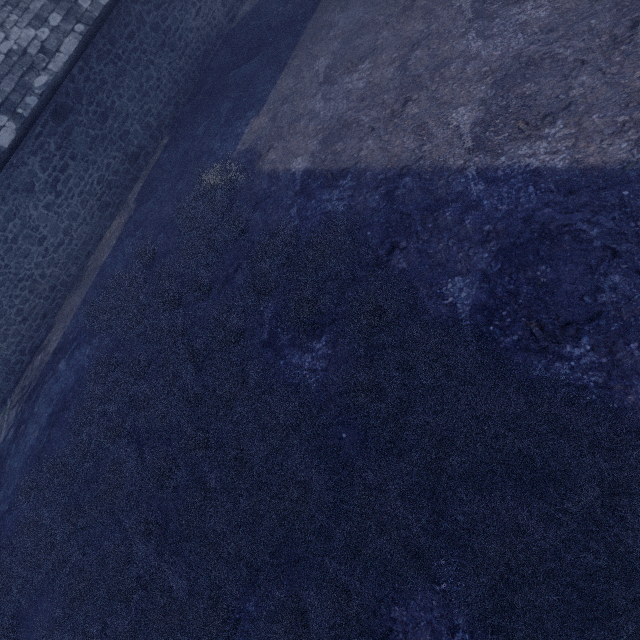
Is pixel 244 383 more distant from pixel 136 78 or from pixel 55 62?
pixel 136 78
